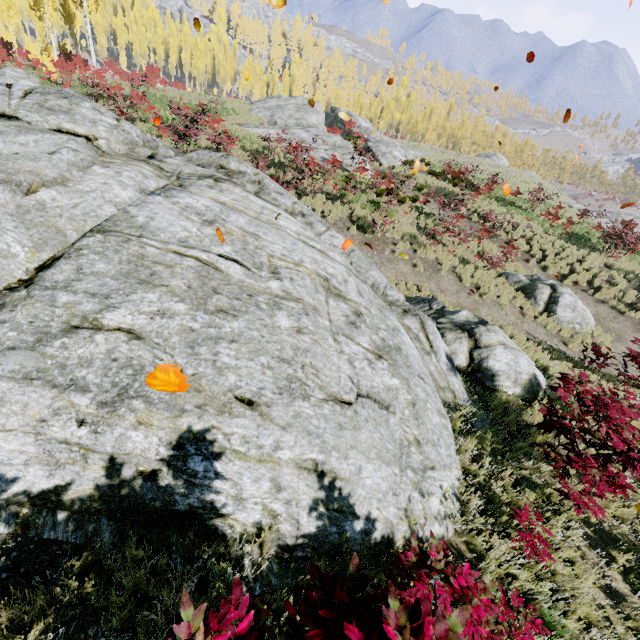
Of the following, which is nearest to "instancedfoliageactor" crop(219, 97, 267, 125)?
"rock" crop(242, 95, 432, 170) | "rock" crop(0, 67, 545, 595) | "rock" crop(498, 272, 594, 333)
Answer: A: "rock" crop(0, 67, 545, 595)

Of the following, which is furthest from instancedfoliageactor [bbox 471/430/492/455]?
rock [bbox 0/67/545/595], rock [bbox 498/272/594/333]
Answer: rock [bbox 498/272/594/333]

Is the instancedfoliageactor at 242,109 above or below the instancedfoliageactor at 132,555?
above

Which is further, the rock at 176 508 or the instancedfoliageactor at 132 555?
the rock at 176 508

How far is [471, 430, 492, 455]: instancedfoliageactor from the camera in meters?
5.5

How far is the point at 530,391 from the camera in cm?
722

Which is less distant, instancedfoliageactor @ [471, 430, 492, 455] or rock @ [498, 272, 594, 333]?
instancedfoliageactor @ [471, 430, 492, 455]
